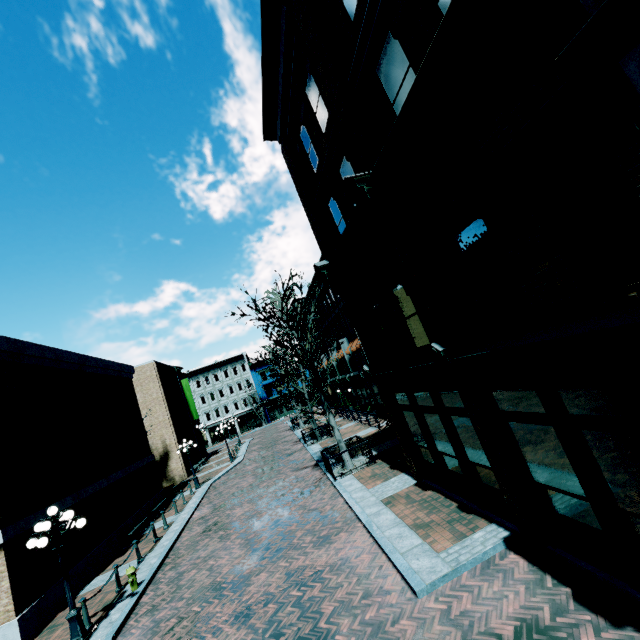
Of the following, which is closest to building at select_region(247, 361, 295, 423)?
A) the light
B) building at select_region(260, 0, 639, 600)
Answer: building at select_region(260, 0, 639, 600)

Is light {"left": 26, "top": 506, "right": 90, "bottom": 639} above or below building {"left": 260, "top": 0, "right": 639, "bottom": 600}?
below

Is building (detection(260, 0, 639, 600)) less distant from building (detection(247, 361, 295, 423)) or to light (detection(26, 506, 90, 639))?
building (detection(247, 361, 295, 423))

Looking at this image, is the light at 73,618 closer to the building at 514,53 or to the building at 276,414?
the building at 514,53

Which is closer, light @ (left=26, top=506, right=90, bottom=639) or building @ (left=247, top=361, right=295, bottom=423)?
light @ (left=26, top=506, right=90, bottom=639)

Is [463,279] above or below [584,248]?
above

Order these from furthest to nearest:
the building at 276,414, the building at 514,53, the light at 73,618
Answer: the building at 276,414, the light at 73,618, the building at 514,53
